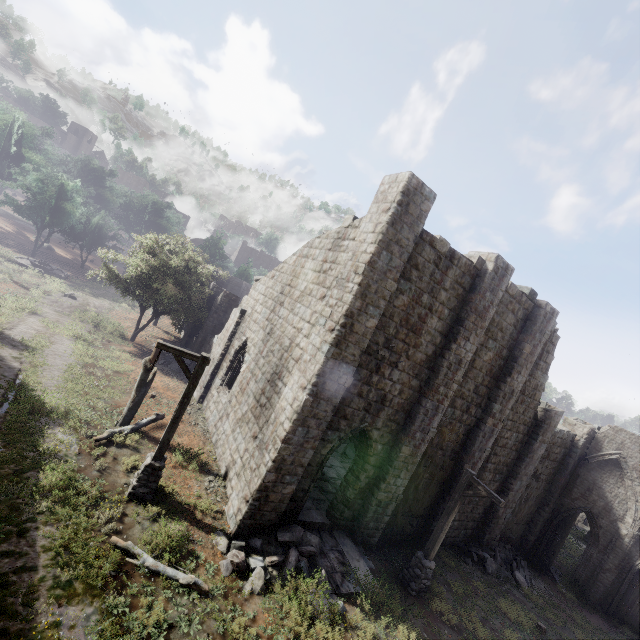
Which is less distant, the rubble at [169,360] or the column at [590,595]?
the column at [590,595]

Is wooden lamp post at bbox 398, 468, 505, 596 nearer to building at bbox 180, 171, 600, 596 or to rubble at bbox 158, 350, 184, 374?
building at bbox 180, 171, 600, 596

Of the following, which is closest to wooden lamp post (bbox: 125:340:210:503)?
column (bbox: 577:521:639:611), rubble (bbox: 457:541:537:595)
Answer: rubble (bbox: 457:541:537:595)

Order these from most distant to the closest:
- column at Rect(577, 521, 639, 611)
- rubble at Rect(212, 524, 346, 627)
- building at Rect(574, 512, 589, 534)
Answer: building at Rect(574, 512, 589, 534) → column at Rect(577, 521, 639, 611) → rubble at Rect(212, 524, 346, 627)

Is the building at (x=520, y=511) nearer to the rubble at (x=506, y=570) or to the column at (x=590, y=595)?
the rubble at (x=506, y=570)

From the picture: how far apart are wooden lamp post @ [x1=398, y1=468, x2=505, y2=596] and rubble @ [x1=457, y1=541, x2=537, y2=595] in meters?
6.4 m

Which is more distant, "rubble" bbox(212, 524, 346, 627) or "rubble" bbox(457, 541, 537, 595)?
"rubble" bbox(457, 541, 537, 595)

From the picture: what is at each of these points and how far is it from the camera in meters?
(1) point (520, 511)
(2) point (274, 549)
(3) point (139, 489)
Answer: (1) building, 18.7
(2) rubble, 9.8
(3) wooden lamp post, 9.6
